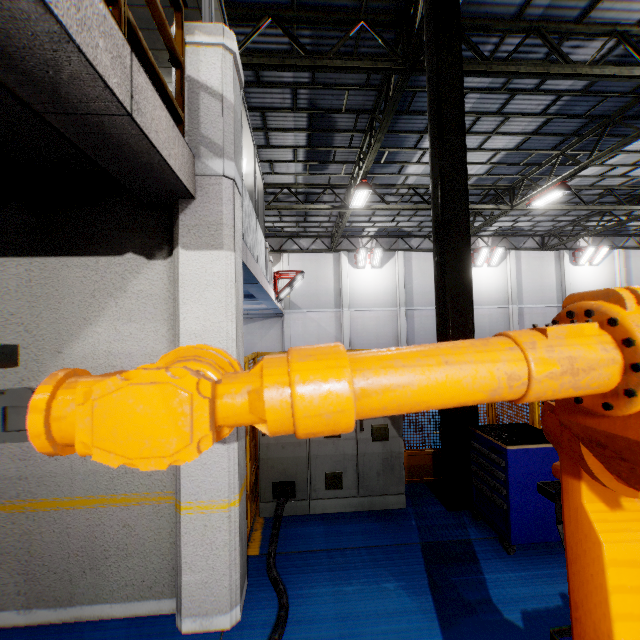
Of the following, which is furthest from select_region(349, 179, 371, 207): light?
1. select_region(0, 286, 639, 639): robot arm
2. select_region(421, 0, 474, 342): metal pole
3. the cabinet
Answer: select_region(0, 286, 639, 639): robot arm

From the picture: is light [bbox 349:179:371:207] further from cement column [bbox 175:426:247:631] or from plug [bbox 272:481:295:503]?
plug [bbox 272:481:295:503]

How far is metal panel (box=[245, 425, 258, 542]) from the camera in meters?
4.1 m

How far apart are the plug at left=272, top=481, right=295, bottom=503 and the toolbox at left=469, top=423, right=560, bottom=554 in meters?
2.4 m

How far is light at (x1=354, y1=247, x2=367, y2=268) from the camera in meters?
20.9

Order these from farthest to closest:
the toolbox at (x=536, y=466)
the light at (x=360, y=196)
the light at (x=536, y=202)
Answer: the light at (x=536, y=202), the light at (x=360, y=196), the toolbox at (x=536, y=466)

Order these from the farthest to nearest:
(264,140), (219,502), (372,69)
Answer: (264,140) < (372,69) < (219,502)

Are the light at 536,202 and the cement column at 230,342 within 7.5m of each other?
no
